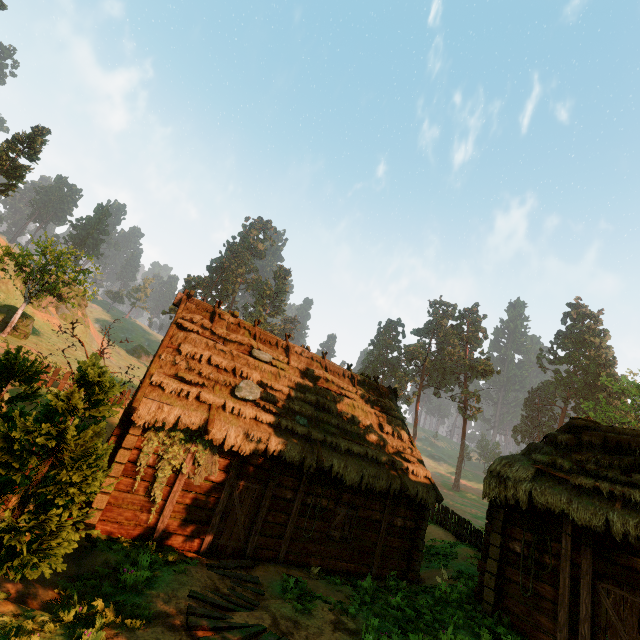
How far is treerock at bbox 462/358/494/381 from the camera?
58.2 meters

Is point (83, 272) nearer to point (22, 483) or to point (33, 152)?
point (33, 152)

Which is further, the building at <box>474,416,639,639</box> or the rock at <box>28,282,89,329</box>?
the rock at <box>28,282,89,329</box>

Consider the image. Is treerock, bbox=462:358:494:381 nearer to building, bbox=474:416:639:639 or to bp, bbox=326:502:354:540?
building, bbox=474:416:639:639

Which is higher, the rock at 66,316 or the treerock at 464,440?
the treerock at 464,440

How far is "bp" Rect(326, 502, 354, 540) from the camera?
11.47m

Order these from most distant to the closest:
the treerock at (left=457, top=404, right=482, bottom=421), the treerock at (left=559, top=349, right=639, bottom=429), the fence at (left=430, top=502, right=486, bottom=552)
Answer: the treerock at (left=457, top=404, right=482, bottom=421), the treerock at (left=559, top=349, right=639, bottom=429), the fence at (left=430, top=502, right=486, bottom=552)

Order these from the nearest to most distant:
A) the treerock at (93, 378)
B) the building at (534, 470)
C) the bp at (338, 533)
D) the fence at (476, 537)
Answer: the treerock at (93, 378)
the building at (534, 470)
the bp at (338, 533)
the fence at (476, 537)
